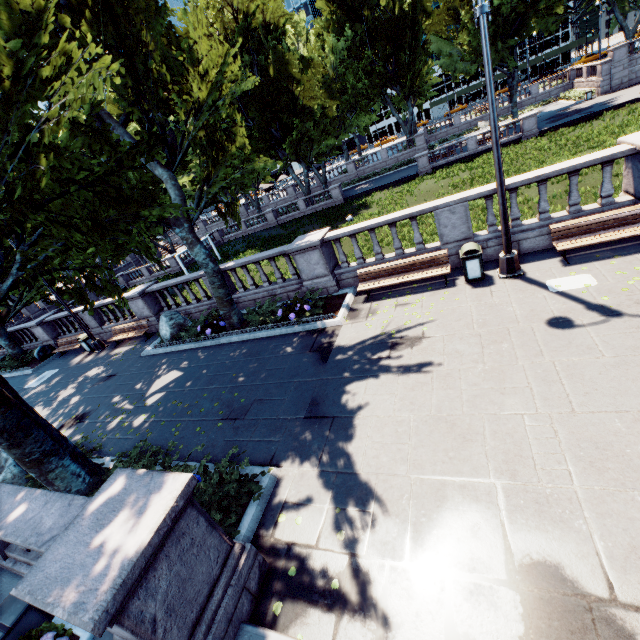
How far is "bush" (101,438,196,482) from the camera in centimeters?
664cm

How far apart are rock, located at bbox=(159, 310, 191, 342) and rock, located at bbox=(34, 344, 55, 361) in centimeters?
1113cm

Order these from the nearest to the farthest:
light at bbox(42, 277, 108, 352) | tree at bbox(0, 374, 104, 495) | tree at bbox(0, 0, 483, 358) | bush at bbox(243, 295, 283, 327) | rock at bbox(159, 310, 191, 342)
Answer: tree at bbox(0, 0, 483, 358)
tree at bbox(0, 374, 104, 495)
bush at bbox(243, 295, 283, 327)
rock at bbox(159, 310, 191, 342)
light at bbox(42, 277, 108, 352)

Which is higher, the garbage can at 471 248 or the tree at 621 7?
the tree at 621 7

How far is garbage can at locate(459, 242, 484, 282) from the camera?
9.0 meters

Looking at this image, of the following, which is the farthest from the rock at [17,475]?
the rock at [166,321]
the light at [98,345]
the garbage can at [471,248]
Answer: the garbage can at [471,248]

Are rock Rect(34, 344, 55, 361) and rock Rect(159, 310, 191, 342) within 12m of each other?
yes

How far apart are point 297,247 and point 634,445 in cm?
989
